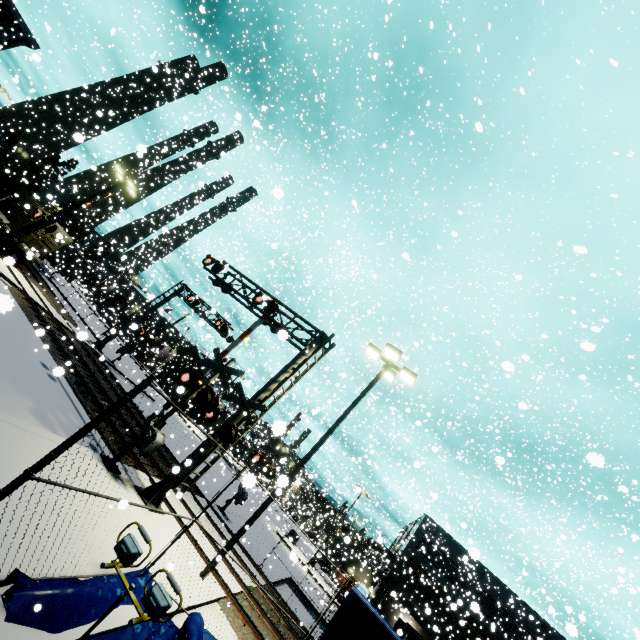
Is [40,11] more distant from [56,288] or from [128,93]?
[56,288]

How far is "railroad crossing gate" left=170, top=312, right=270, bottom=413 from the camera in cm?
1125

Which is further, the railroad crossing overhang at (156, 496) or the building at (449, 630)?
the building at (449, 630)

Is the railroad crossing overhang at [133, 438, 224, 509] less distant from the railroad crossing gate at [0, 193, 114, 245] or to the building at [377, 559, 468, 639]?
the building at [377, 559, 468, 639]

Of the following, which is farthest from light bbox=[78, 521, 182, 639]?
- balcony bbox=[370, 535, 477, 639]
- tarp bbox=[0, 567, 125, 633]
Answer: balcony bbox=[370, 535, 477, 639]

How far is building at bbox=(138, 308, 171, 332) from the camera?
36.9m

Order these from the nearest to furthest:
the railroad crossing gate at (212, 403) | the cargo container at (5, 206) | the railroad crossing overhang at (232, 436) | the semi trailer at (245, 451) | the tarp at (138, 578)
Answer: the tarp at (138, 578) → the railroad crossing gate at (212, 403) → the railroad crossing overhang at (232, 436) → the cargo container at (5, 206) → the semi trailer at (245, 451)

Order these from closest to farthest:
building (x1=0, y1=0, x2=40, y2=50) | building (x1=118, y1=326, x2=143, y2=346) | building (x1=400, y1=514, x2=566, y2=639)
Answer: building (x1=118, y1=326, x2=143, y2=346)
building (x1=400, y1=514, x2=566, y2=639)
building (x1=0, y1=0, x2=40, y2=50)
